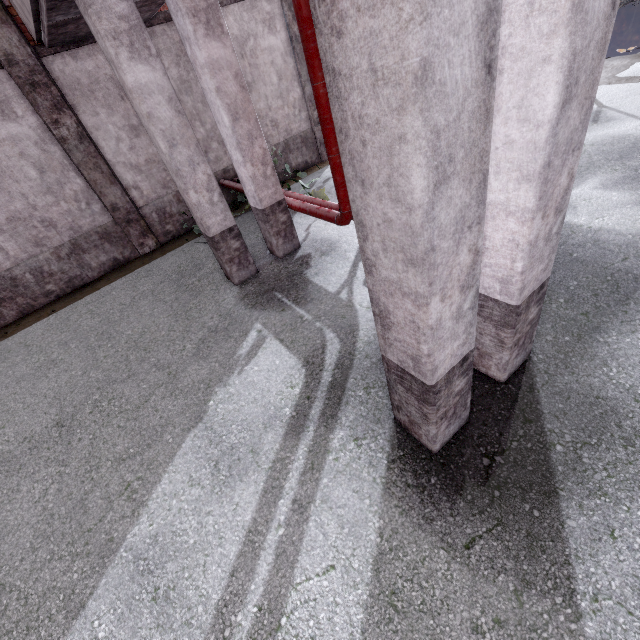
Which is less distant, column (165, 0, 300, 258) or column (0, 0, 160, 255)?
column (165, 0, 300, 258)

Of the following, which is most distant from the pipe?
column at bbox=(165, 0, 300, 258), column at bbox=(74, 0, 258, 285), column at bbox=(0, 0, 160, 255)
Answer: column at bbox=(0, 0, 160, 255)

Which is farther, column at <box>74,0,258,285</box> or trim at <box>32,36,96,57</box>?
trim at <box>32,36,96,57</box>

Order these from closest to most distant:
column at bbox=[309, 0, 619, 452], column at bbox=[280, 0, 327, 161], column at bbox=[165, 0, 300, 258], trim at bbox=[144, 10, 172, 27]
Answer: column at bbox=[309, 0, 619, 452] < column at bbox=[165, 0, 300, 258] < trim at bbox=[144, 10, 172, 27] < column at bbox=[280, 0, 327, 161]

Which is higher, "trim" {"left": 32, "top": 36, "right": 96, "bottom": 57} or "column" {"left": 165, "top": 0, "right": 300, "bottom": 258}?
"trim" {"left": 32, "top": 36, "right": 96, "bottom": 57}

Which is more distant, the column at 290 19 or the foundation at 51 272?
the column at 290 19

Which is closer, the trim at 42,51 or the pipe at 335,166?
the pipe at 335,166

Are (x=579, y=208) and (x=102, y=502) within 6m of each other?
no
